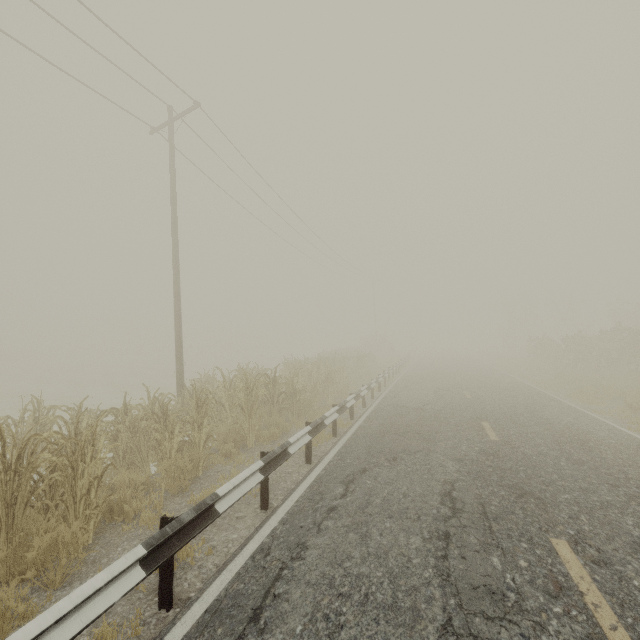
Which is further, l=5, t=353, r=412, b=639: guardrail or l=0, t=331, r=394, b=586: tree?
l=0, t=331, r=394, b=586: tree

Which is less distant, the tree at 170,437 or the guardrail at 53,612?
the guardrail at 53,612

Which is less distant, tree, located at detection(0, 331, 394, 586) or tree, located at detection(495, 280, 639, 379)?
tree, located at detection(0, 331, 394, 586)

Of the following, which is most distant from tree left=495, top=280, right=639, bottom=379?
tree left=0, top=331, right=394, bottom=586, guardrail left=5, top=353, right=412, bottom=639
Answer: tree left=0, top=331, right=394, bottom=586

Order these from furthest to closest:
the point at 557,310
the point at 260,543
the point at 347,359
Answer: the point at 557,310 < the point at 347,359 < the point at 260,543

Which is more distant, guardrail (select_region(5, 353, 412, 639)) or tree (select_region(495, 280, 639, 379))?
tree (select_region(495, 280, 639, 379))

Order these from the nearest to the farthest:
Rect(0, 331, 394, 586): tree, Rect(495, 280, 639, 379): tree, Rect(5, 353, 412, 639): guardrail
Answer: Rect(5, 353, 412, 639): guardrail
Rect(0, 331, 394, 586): tree
Rect(495, 280, 639, 379): tree

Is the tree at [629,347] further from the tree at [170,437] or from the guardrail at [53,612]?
the tree at [170,437]
